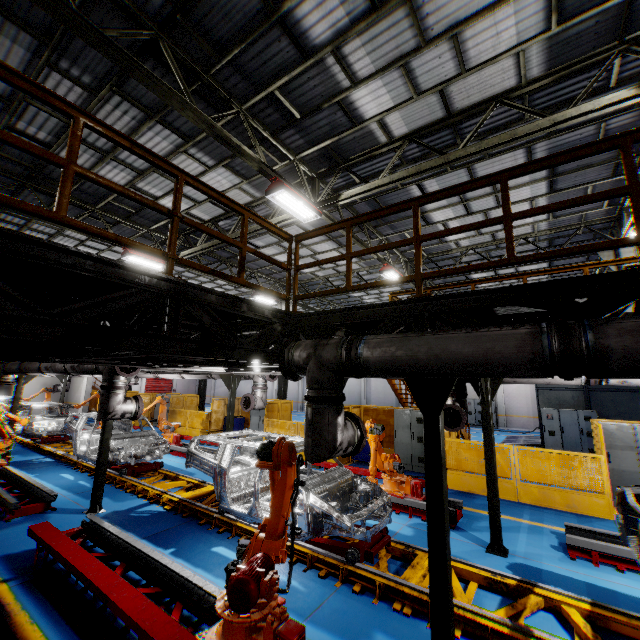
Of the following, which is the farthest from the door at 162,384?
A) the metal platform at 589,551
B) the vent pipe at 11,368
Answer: the metal platform at 589,551

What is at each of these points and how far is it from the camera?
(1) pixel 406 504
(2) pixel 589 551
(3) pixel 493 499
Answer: (1) metal platform, 7.87m
(2) metal platform, 5.98m
(3) metal pole, 6.35m

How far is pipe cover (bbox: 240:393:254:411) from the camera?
10.46m

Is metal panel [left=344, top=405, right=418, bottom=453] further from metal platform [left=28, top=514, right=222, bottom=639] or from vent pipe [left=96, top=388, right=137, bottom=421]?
vent pipe [left=96, top=388, right=137, bottom=421]

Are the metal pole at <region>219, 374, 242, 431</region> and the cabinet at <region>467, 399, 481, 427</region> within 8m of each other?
Result: no

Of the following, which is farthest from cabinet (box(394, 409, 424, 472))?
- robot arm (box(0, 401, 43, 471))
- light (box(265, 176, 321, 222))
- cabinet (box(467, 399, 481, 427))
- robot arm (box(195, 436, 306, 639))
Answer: cabinet (box(467, 399, 481, 427))

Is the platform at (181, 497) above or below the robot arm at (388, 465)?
below

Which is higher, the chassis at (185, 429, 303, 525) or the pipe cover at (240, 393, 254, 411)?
the pipe cover at (240, 393, 254, 411)
